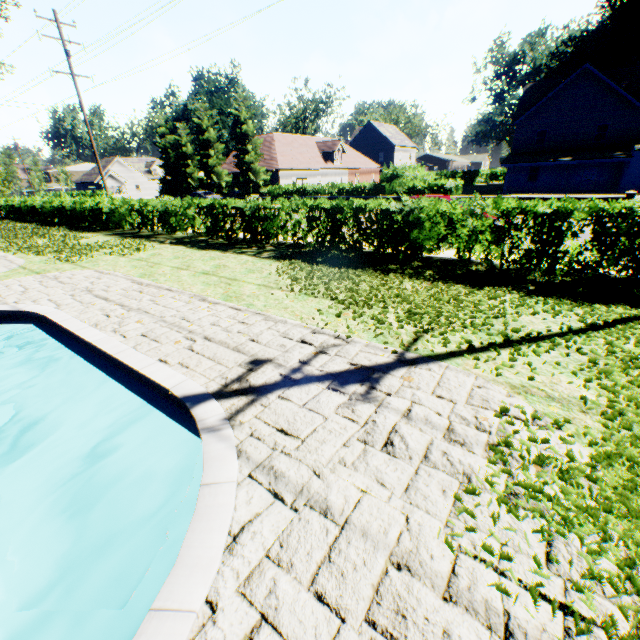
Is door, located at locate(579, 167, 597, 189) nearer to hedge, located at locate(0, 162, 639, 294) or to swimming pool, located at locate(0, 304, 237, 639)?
hedge, located at locate(0, 162, 639, 294)

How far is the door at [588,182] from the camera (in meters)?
32.78

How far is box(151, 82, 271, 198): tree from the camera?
33.9 meters

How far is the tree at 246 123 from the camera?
33.91m

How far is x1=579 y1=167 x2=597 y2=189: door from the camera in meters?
32.8 m

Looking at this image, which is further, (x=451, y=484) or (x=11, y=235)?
(x=11, y=235)

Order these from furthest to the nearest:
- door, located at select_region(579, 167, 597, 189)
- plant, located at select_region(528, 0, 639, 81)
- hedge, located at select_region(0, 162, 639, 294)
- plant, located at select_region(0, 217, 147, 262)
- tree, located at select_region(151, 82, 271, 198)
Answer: plant, located at select_region(528, 0, 639, 81)
tree, located at select_region(151, 82, 271, 198)
door, located at select_region(579, 167, 597, 189)
plant, located at select_region(0, 217, 147, 262)
hedge, located at select_region(0, 162, 639, 294)

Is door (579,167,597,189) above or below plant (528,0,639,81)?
below
